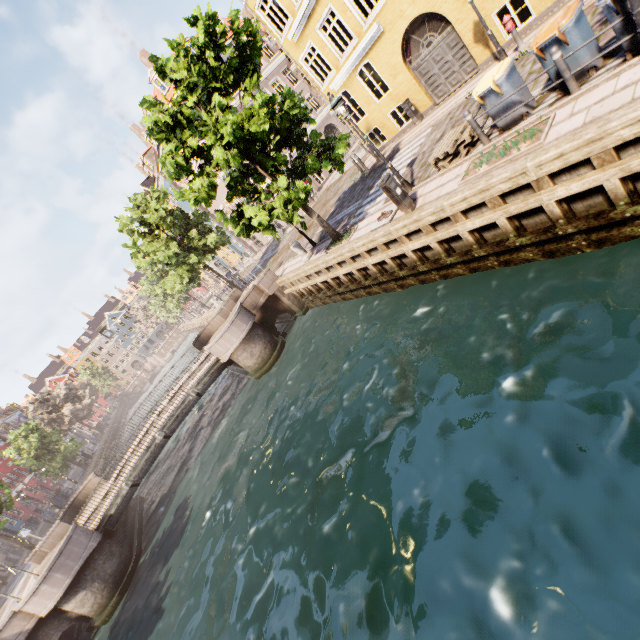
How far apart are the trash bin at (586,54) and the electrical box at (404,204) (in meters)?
3.70

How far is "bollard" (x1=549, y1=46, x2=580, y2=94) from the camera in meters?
6.4

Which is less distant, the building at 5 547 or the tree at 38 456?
the building at 5 547

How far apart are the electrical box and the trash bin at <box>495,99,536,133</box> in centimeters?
252cm

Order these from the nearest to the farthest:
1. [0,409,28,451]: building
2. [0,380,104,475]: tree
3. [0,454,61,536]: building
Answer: [0,380,104,475]: tree → [0,454,61,536]: building → [0,409,28,451]: building

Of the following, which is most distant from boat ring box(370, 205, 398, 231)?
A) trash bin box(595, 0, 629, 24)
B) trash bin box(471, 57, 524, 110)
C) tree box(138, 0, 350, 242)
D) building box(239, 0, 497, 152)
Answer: building box(239, 0, 497, 152)

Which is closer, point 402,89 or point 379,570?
point 379,570

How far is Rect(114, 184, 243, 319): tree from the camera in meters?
22.9 m
